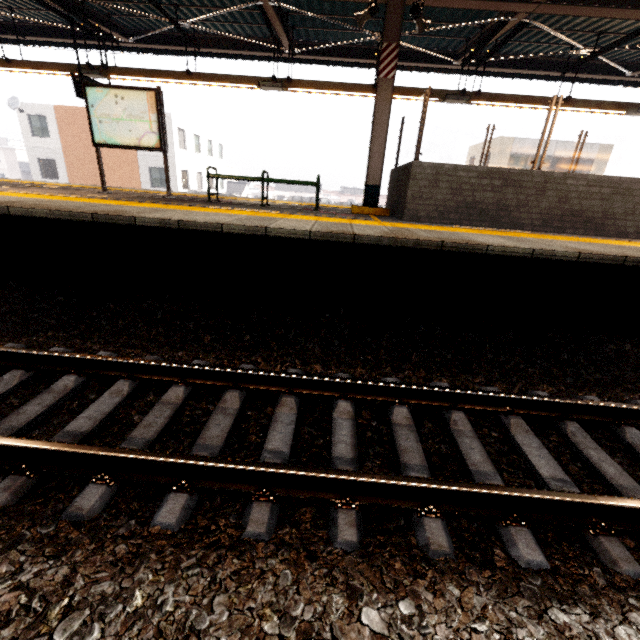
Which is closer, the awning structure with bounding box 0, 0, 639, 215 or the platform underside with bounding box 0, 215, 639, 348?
the platform underside with bounding box 0, 215, 639, 348

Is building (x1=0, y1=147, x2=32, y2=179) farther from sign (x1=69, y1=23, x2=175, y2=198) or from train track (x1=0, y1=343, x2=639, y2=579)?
sign (x1=69, y1=23, x2=175, y2=198)

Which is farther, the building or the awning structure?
the building

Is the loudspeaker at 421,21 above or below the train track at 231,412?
above

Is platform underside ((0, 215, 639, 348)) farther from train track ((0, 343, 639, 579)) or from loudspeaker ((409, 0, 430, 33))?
loudspeaker ((409, 0, 430, 33))

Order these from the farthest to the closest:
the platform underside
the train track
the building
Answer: the building → the platform underside → the train track

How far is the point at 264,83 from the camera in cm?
843

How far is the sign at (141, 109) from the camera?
6.4m
